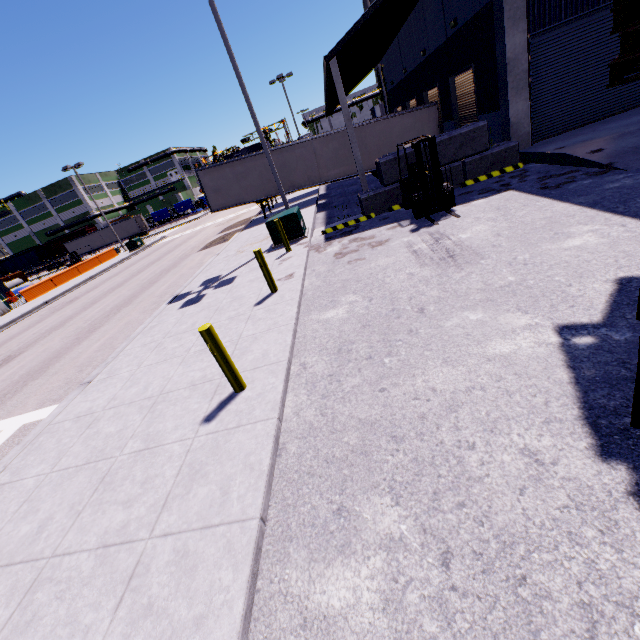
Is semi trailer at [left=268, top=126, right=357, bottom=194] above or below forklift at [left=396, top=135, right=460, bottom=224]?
above

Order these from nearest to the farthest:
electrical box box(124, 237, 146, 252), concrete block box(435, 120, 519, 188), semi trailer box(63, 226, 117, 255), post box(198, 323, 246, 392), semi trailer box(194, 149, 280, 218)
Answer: post box(198, 323, 246, 392), concrete block box(435, 120, 519, 188), semi trailer box(194, 149, 280, 218), electrical box box(124, 237, 146, 252), semi trailer box(63, 226, 117, 255)

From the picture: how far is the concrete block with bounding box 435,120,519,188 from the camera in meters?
11.5 m

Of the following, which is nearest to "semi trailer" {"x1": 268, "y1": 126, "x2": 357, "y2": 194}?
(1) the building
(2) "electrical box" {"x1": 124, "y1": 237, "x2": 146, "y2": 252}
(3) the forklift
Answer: (1) the building

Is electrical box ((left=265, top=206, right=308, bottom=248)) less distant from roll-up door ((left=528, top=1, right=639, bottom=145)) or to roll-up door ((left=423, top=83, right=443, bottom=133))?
roll-up door ((left=528, top=1, right=639, bottom=145))

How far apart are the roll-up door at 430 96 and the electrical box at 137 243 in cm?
3107

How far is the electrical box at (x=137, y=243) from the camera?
35.4 meters

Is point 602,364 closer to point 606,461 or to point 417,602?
point 606,461
